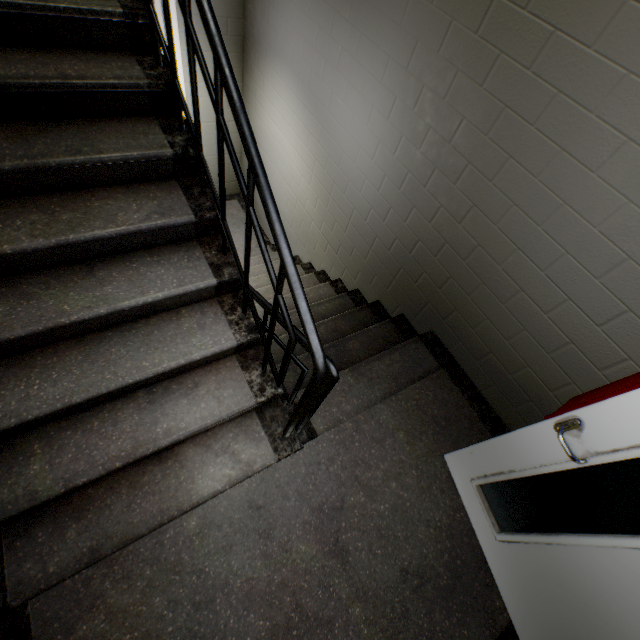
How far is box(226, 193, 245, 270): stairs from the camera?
5.1m

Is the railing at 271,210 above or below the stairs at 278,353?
above

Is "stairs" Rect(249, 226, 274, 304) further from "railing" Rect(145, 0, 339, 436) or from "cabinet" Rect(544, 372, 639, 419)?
"cabinet" Rect(544, 372, 639, 419)

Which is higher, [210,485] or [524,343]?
[524,343]

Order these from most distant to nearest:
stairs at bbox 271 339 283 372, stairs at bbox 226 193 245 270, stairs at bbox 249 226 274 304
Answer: stairs at bbox 226 193 245 270 → stairs at bbox 249 226 274 304 → stairs at bbox 271 339 283 372

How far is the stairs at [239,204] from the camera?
5.09m
